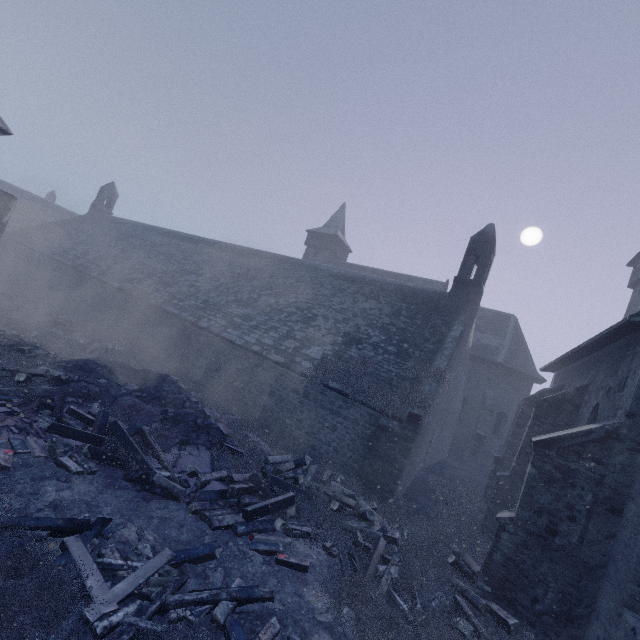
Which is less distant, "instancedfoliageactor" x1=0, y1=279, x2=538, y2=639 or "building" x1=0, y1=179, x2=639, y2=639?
"instancedfoliageactor" x1=0, y1=279, x2=538, y2=639

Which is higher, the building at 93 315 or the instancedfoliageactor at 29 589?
the building at 93 315

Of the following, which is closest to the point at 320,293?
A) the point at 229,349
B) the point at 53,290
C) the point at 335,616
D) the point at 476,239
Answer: the point at 229,349

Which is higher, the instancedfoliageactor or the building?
the building

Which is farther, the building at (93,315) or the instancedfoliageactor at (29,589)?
the building at (93,315)
